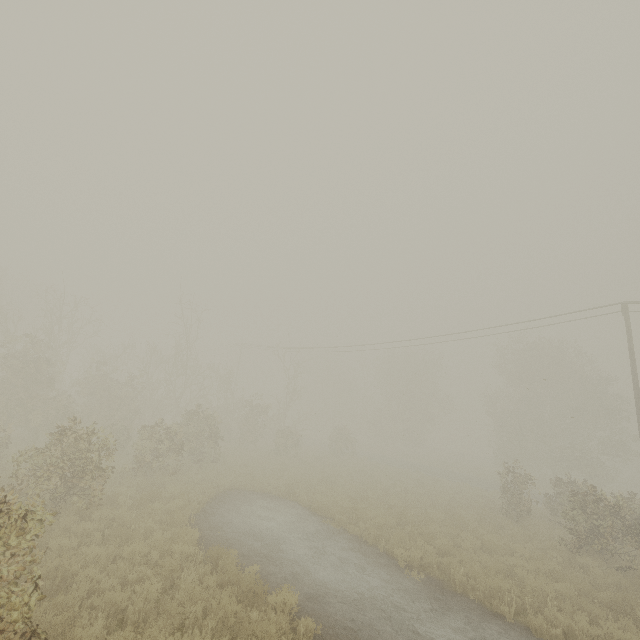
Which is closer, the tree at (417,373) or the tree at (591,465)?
the tree at (591,465)

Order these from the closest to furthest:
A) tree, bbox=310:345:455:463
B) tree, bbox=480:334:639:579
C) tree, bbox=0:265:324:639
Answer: tree, bbox=0:265:324:639
tree, bbox=480:334:639:579
tree, bbox=310:345:455:463

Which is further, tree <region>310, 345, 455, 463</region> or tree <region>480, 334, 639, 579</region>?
tree <region>310, 345, 455, 463</region>

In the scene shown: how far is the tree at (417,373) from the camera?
45.2 meters

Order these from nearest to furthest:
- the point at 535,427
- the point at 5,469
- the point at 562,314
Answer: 1. the point at 5,469
2. the point at 562,314
3. the point at 535,427

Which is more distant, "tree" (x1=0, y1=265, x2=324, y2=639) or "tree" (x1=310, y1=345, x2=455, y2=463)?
"tree" (x1=310, y1=345, x2=455, y2=463)

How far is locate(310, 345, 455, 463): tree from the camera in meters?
45.2
